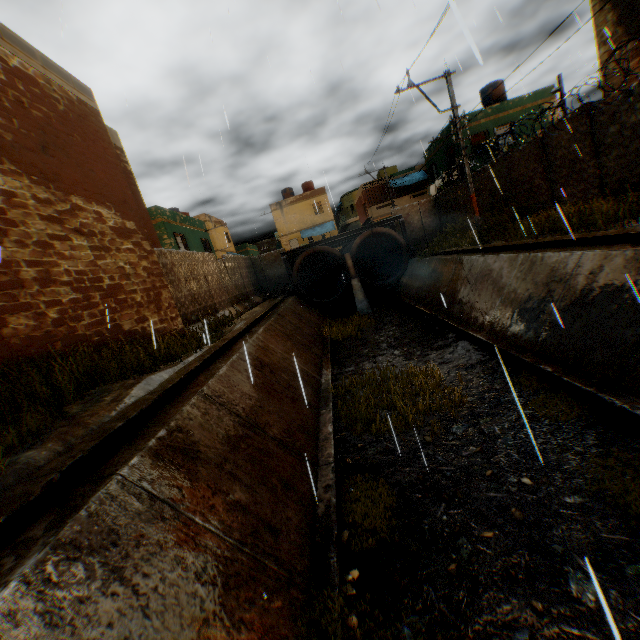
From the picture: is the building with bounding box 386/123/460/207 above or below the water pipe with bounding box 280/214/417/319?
above

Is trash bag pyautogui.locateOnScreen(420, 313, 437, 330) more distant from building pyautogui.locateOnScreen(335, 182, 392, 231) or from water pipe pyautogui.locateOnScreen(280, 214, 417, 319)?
building pyautogui.locateOnScreen(335, 182, 392, 231)

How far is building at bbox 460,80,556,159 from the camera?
22.0 meters

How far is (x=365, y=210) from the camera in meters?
38.6 m

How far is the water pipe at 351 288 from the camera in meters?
20.8 m

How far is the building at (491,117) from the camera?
22.0 meters
